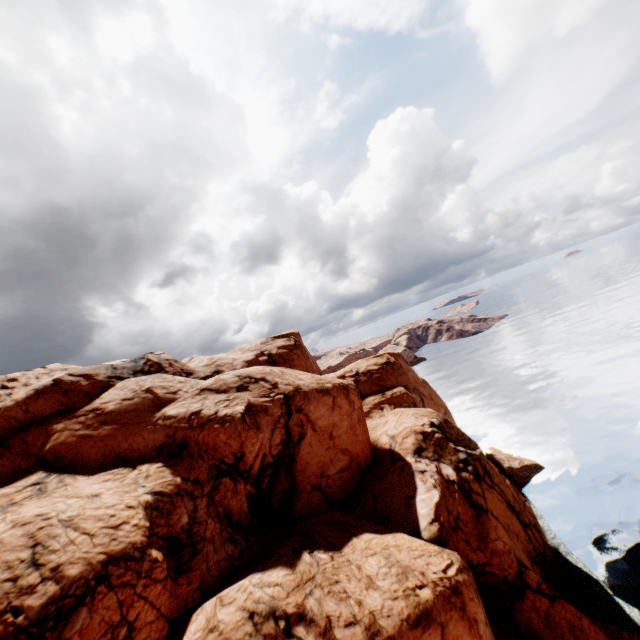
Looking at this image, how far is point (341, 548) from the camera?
17.2m
